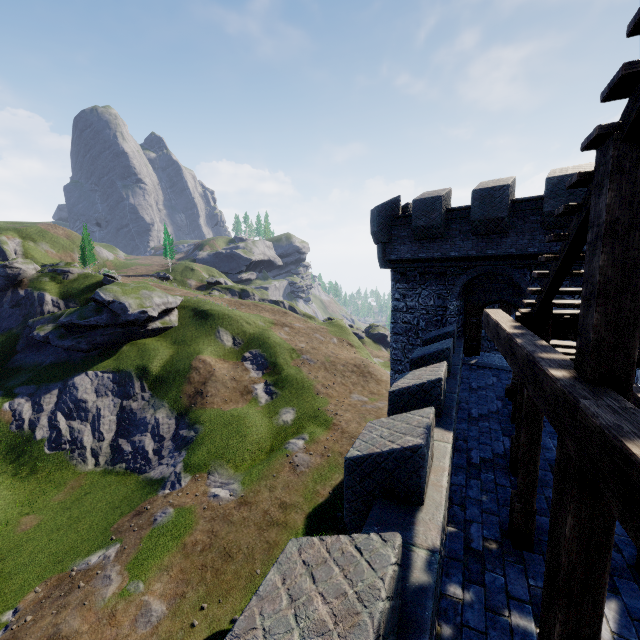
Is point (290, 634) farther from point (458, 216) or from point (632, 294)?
point (458, 216)

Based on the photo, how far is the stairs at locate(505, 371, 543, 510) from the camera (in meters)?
4.74

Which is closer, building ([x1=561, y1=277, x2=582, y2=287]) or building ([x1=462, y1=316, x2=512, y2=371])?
building ([x1=561, y1=277, x2=582, y2=287])

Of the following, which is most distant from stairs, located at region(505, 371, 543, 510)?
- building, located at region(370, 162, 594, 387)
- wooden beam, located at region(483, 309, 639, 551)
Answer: building, located at region(370, 162, 594, 387)

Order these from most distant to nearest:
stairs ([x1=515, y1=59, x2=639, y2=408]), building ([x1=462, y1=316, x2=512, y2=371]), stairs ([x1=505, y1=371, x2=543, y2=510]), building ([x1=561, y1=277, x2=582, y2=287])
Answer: building ([x1=462, y1=316, x2=512, y2=371]) < building ([x1=561, y1=277, x2=582, y2=287]) < stairs ([x1=505, y1=371, x2=543, y2=510]) < stairs ([x1=515, y1=59, x2=639, y2=408])

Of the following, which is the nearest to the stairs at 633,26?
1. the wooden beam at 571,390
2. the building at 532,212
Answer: the wooden beam at 571,390

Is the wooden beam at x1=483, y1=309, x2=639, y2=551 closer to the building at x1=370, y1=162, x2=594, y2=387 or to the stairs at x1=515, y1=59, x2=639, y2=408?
the stairs at x1=515, y1=59, x2=639, y2=408

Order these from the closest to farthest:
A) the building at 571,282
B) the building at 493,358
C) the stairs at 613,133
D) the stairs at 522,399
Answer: the stairs at 613,133, the stairs at 522,399, the building at 571,282, the building at 493,358
